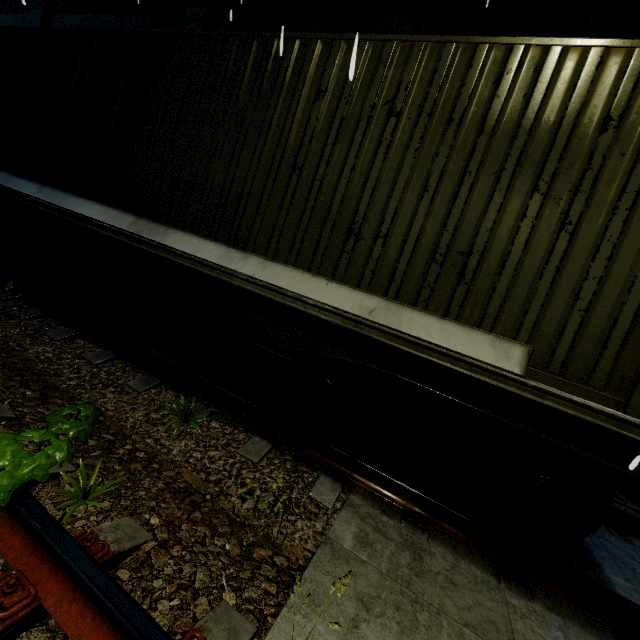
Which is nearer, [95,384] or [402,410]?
[402,410]

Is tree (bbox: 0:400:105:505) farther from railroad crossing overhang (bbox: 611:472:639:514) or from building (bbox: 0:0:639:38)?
railroad crossing overhang (bbox: 611:472:639:514)

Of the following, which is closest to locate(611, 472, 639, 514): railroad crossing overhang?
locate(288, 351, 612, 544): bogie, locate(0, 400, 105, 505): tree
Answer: locate(288, 351, 612, 544): bogie

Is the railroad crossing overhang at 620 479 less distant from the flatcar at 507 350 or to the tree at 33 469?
the flatcar at 507 350

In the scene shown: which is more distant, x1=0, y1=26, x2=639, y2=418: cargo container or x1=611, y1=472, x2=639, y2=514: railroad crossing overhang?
x1=611, y1=472, x2=639, y2=514: railroad crossing overhang

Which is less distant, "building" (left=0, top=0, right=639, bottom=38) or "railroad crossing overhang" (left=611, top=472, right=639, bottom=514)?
"railroad crossing overhang" (left=611, top=472, right=639, bottom=514)

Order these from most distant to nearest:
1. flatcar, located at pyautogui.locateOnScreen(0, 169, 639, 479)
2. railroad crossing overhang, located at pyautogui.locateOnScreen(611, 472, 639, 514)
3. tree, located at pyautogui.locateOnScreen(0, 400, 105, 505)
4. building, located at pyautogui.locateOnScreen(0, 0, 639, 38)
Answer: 1. building, located at pyautogui.locateOnScreen(0, 0, 639, 38)
2. railroad crossing overhang, located at pyautogui.locateOnScreen(611, 472, 639, 514)
3. flatcar, located at pyautogui.locateOnScreen(0, 169, 639, 479)
4. tree, located at pyautogui.locateOnScreen(0, 400, 105, 505)

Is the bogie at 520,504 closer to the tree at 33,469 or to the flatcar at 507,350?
the flatcar at 507,350
